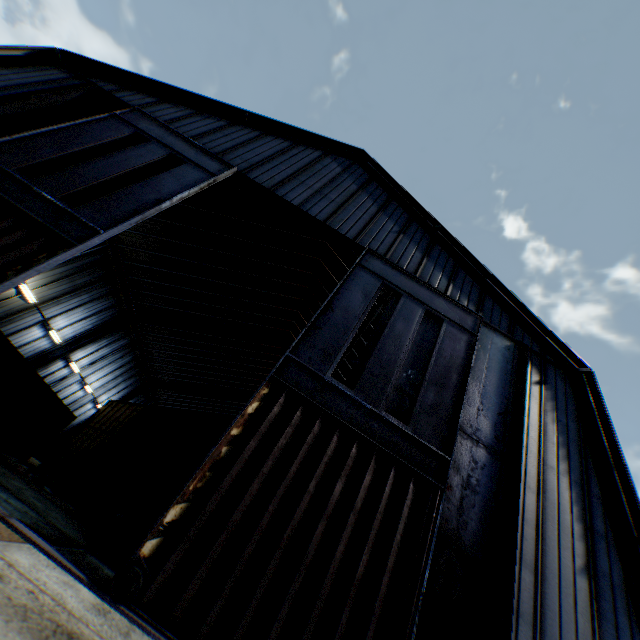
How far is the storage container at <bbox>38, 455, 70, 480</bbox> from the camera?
19.7 meters

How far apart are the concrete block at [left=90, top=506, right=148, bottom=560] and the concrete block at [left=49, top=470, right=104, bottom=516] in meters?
4.9

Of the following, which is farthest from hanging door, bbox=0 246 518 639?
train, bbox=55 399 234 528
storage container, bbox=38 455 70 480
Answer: storage container, bbox=38 455 70 480

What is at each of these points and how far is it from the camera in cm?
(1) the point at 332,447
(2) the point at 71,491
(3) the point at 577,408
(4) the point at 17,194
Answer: (1) hanging door, 686
(2) concrete block, 1262
(3) building, 994
(4) hanging door, 826

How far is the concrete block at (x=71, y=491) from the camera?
12.4 meters

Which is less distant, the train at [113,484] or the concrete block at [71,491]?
the train at [113,484]

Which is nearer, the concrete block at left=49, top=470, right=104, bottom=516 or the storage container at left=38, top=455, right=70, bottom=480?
the concrete block at left=49, top=470, right=104, bottom=516

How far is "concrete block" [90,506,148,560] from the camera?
8.4m
